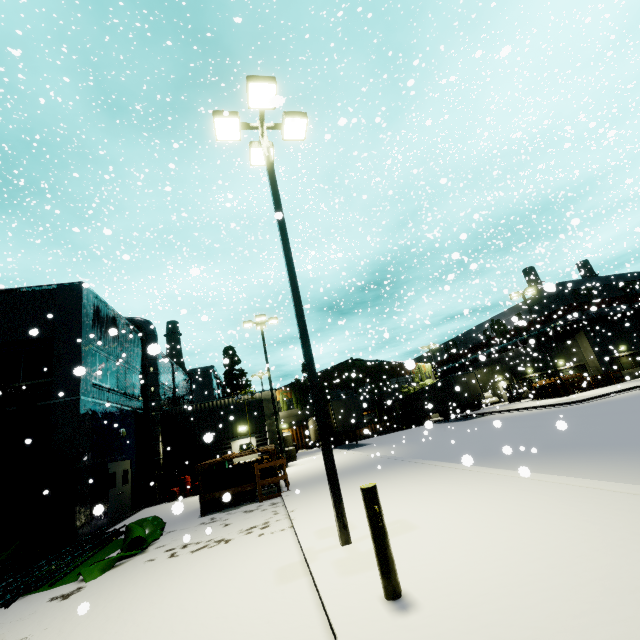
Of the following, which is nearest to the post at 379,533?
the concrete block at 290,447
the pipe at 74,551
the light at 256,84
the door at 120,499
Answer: the light at 256,84

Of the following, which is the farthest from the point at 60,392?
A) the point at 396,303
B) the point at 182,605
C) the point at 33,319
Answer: the point at 396,303

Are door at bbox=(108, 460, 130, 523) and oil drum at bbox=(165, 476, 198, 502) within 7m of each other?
yes

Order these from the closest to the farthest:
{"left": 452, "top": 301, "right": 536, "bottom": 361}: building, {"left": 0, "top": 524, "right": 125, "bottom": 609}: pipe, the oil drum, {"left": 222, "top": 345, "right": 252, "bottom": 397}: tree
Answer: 1. {"left": 0, "top": 524, "right": 125, "bottom": 609}: pipe
2. the oil drum
3. {"left": 452, "top": 301, "right": 536, "bottom": 361}: building
4. {"left": 222, "top": 345, "right": 252, "bottom": 397}: tree

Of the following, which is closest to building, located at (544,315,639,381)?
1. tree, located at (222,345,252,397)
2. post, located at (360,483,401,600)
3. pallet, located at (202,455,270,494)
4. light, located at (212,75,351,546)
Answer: tree, located at (222,345,252,397)

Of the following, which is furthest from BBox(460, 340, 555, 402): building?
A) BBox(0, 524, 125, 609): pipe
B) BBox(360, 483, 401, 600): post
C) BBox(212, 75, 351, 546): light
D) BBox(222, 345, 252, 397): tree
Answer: BBox(360, 483, 401, 600): post

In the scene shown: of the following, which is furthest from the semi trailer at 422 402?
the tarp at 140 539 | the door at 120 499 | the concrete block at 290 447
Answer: the door at 120 499

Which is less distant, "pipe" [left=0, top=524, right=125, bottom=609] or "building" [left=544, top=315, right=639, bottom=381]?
"pipe" [left=0, top=524, right=125, bottom=609]
